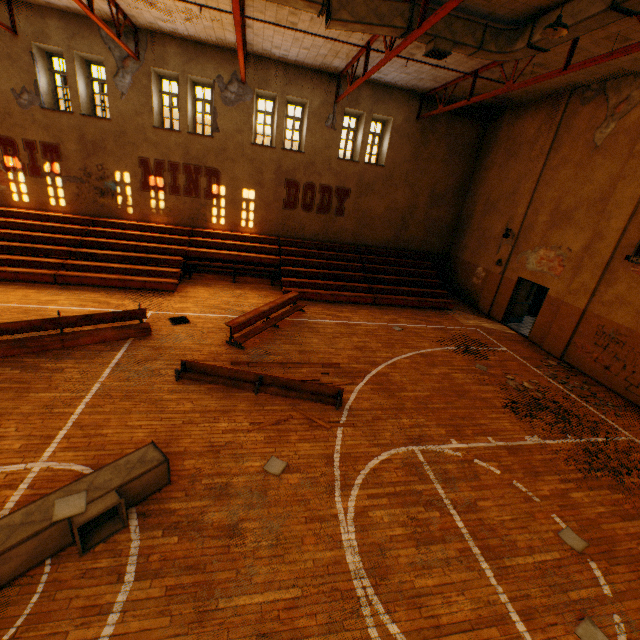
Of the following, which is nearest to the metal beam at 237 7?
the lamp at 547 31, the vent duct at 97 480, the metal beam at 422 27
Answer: the metal beam at 422 27

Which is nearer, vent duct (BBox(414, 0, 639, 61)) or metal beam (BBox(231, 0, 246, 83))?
vent duct (BBox(414, 0, 639, 61))

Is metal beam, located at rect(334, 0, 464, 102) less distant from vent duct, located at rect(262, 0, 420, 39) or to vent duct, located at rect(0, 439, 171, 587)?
vent duct, located at rect(262, 0, 420, 39)

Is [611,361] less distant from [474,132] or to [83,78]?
[474,132]

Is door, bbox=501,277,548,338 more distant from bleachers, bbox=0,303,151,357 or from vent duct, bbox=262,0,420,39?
bleachers, bbox=0,303,151,357

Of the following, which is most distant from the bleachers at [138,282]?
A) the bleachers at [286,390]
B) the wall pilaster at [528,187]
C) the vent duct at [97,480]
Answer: the vent duct at [97,480]

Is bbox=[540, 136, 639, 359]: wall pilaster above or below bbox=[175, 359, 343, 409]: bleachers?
above

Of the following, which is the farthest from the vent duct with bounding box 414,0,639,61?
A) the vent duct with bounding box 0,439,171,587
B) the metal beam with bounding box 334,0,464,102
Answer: the vent duct with bounding box 0,439,171,587
